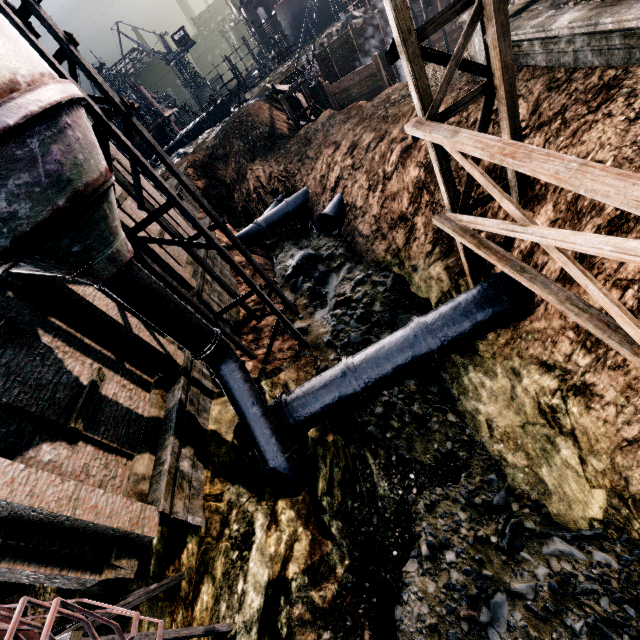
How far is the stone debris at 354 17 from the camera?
35.97m

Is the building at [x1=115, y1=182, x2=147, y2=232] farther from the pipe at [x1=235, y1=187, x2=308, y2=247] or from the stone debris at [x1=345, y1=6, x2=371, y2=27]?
the stone debris at [x1=345, y1=6, x2=371, y2=27]

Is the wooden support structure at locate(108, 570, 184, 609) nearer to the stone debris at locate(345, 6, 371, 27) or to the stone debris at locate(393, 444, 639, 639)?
the stone debris at locate(393, 444, 639, 639)

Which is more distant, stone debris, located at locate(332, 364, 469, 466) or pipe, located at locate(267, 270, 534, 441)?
stone debris, located at locate(332, 364, 469, 466)

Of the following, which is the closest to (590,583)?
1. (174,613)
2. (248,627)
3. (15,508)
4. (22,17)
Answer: (248,627)

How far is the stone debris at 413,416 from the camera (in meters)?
10.91

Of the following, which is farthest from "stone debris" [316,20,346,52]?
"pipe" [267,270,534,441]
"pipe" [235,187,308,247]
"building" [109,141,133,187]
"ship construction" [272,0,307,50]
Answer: "pipe" [267,270,534,441]

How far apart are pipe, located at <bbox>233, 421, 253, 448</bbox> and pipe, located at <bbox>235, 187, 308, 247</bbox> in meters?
16.6 m
